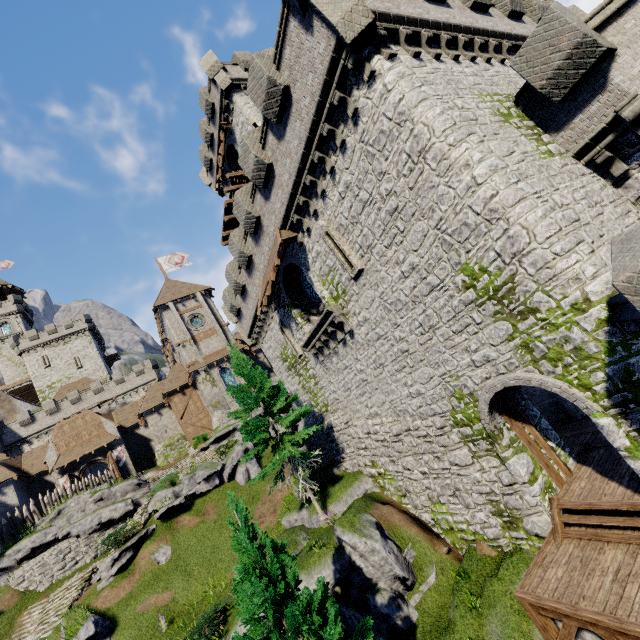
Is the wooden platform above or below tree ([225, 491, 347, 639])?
above

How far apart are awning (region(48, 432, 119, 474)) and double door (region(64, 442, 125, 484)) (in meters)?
0.45

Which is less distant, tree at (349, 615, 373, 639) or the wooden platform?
tree at (349, 615, 373, 639)

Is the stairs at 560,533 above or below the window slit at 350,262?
below

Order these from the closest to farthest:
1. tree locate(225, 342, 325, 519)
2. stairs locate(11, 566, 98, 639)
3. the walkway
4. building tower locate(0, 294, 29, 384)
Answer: tree locate(225, 342, 325, 519), stairs locate(11, 566, 98, 639), the walkway, building tower locate(0, 294, 29, 384)

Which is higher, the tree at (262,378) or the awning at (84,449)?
the awning at (84,449)

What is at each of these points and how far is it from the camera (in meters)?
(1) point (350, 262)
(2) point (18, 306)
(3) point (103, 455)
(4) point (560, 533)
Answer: (1) window slit, 12.32
(2) building tower, 58.19
(3) double door, 34.12
(4) stairs, 8.79

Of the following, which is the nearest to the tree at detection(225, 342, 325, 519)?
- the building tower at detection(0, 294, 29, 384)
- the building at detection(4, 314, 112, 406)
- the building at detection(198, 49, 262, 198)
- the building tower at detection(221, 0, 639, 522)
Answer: the building tower at detection(221, 0, 639, 522)
